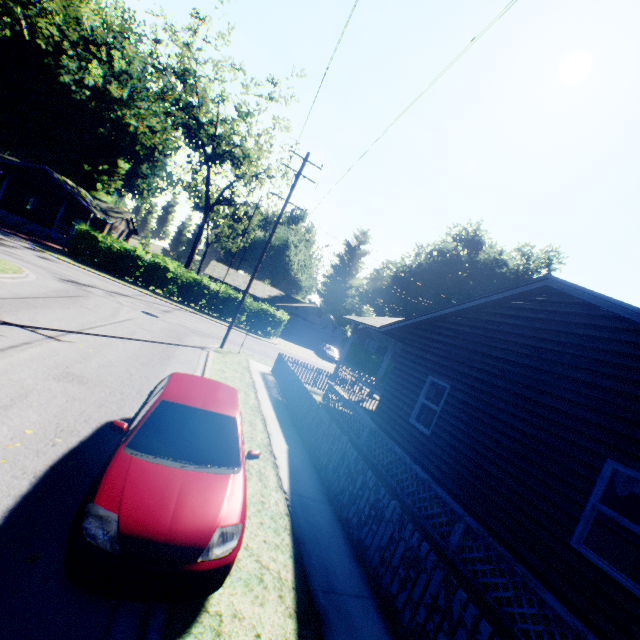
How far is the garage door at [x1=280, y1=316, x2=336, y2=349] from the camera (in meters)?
43.78

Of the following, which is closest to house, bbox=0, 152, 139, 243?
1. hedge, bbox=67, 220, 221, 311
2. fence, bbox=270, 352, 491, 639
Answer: hedge, bbox=67, 220, 221, 311

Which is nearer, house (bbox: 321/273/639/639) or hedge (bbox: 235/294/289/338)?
house (bbox: 321/273/639/639)

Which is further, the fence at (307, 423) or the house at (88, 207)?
the house at (88, 207)

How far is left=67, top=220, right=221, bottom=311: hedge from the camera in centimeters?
2780cm

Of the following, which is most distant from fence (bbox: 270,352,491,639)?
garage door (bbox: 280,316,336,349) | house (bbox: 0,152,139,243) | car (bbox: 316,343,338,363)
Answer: house (bbox: 0,152,139,243)

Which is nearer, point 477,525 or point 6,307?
point 477,525

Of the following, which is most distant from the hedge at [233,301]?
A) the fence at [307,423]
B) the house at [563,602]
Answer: the house at [563,602]
